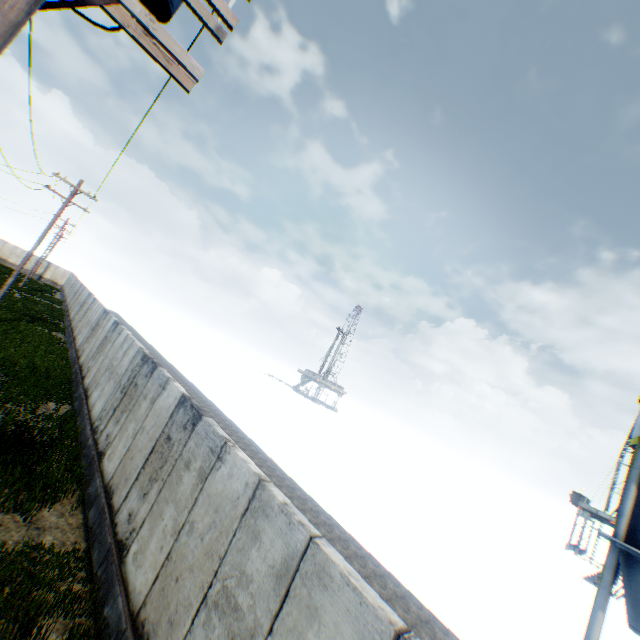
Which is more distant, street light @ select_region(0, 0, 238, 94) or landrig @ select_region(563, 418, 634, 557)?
landrig @ select_region(563, 418, 634, 557)

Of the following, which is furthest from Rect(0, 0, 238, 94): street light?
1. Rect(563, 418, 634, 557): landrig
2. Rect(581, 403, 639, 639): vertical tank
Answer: Rect(563, 418, 634, 557): landrig

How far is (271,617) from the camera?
3.52m

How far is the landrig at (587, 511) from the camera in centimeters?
4631cm

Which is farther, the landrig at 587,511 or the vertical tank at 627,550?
the landrig at 587,511

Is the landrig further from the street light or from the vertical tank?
the street light

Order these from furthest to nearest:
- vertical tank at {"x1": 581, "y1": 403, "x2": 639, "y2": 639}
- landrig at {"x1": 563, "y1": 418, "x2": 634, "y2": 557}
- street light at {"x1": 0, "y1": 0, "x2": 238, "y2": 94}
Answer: landrig at {"x1": 563, "y1": 418, "x2": 634, "y2": 557} → vertical tank at {"x1": 581, "y1": 403, "x2": 639, "y2": 639} → street light at {"x1": 0, "y1": 0, "x2": 238, "y2": 94}
